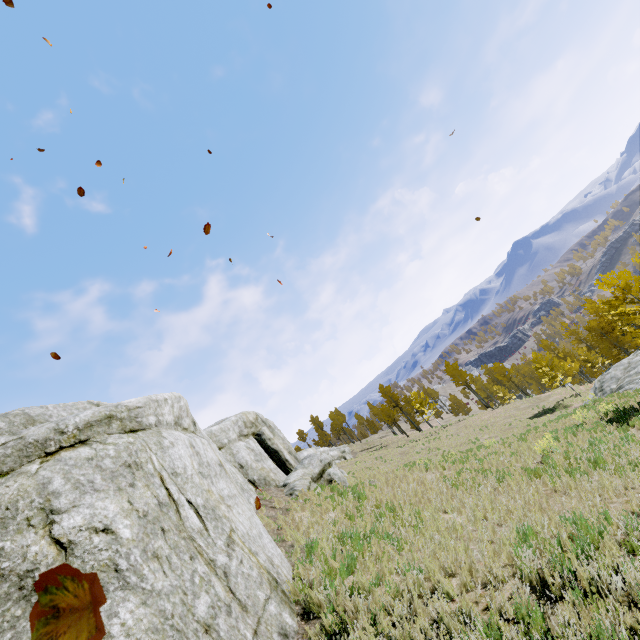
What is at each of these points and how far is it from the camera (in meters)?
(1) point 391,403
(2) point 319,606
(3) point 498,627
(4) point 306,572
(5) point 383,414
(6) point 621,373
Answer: (1) instancedfoliageactor, 56.69
(2) instancedfoliageactor, 5.79
(3) instancedfoliageactor, 4.55
(4) instancedfoliageactor, 6.43
(5) instancedfoliageactor, 53.53
(6) rock, 27.23

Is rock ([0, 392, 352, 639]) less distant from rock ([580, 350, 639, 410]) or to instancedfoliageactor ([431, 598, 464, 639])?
instancedfoliageactor ([431, 598, 464, 639])

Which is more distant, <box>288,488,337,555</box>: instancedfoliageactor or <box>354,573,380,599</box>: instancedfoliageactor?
<box>288,488,337,555</box>: instancedfoliageactor

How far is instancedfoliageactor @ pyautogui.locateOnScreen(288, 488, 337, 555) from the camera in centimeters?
762cm

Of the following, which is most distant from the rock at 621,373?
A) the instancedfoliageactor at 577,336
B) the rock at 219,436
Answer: the rock at 219,436

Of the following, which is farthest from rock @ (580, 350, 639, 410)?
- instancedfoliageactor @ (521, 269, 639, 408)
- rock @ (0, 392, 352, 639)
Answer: rock @ (0, 392, 352, 639)

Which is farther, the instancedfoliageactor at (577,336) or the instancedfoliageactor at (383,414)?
the instancedfoliageactor at (383,414)
